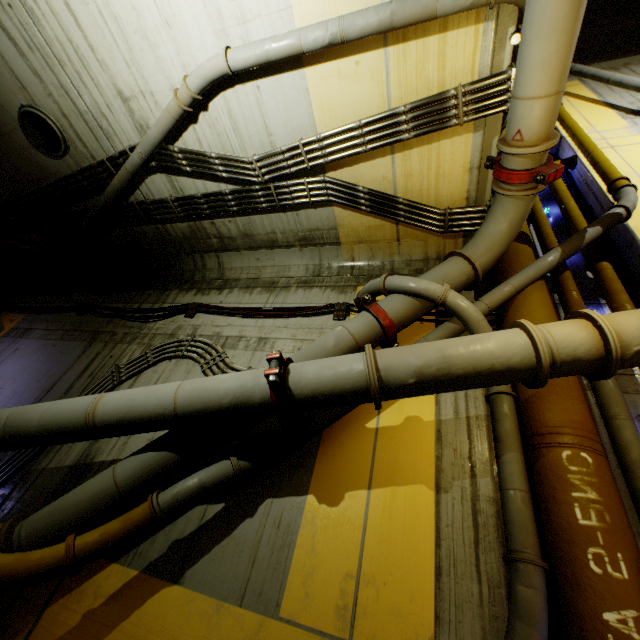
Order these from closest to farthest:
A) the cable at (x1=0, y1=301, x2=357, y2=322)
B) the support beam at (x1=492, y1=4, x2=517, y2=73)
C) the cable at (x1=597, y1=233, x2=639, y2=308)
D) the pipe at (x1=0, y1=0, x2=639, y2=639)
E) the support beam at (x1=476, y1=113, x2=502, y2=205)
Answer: the pipe at (x1=0, y1=0, x2=639, y2=639) → the support beam at (x1=492, y1=4, x2=517, y2=73) → the support beam at (x1=476, y1=113, x2=502, y2=205) → the cable at (x1=597, y1=233, x2=639, y2=308) → the cable at (x1=0, y1=301, x2=357, y2=322)

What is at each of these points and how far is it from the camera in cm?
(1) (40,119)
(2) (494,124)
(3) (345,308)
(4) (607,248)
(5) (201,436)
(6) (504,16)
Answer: (1) cable, 552
(2) support beam, 420
(3) cable, 525
(4) cable, 552
(5) pipe, 352
(6) support beam, 348

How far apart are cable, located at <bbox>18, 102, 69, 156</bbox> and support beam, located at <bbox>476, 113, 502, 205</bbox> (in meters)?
6.91

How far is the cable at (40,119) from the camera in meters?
5.4 m

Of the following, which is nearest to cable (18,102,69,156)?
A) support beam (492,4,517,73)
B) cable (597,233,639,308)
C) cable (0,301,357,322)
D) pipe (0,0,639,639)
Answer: pipe (0,0,639,639)

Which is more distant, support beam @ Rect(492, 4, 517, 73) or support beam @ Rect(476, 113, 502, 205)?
support beam @ Rect(476, 113, 502, 205)

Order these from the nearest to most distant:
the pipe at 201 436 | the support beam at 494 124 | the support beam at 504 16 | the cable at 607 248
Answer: the pipe at 201 436 → the support beam at 504 16 → the support beam at 494 124 → the cable at 607 248

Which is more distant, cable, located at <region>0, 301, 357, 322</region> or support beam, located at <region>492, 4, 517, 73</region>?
cable, located at <region>0, 301, 357, 322</region>
